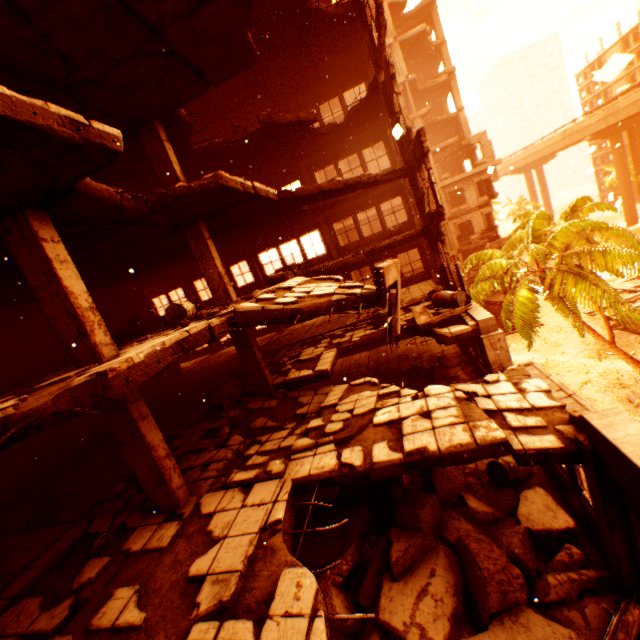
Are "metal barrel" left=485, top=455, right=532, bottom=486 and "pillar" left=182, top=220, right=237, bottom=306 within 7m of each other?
no

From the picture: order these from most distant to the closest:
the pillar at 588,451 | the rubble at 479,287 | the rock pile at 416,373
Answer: the rubble at 479,287 < the rock pile at 416,373 < the pillar at 588,451

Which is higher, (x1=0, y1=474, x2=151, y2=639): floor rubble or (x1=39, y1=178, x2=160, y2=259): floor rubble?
(x1=39, y1=178, x2=160, y2=259): floor rubble

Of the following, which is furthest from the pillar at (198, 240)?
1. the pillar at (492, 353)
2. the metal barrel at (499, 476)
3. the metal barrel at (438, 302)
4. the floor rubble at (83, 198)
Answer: the metal barrel at (499, 476)

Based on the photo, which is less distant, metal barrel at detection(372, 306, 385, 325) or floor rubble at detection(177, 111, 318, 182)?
floor rubble at detection(177, 111, 318, 182)

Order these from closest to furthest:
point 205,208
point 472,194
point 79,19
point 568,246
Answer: point 79,19
point 205,208
point 568,246
point 472,194

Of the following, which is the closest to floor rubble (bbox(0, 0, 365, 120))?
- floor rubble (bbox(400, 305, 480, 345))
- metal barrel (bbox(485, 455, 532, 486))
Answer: floor rubble (bbox(400, 305, 480, 345))

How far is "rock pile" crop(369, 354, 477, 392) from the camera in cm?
1186
